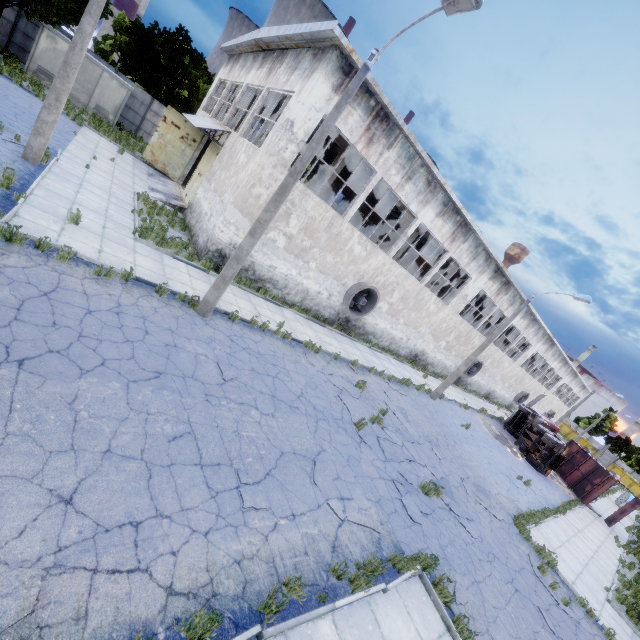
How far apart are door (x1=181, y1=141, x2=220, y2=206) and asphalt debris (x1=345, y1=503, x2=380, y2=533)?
17.40m

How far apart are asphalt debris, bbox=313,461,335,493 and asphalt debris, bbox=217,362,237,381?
3.1m

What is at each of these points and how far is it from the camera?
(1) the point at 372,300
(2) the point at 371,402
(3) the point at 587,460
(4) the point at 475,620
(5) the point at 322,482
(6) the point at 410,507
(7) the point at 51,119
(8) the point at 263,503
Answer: (1) fan, 19.7m
(2) asphalt debris, 13.8m
(3) truck dump body, 27.5m
(4) asphalt debris, 7.3m
(5) asphalt debris, 7.7m
(6) asphalt debris, 9.2m
(7) lamp post, 11.1m
(8) asphalt debris, 6.1m

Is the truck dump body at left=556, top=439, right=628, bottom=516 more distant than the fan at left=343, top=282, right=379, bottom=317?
Yes

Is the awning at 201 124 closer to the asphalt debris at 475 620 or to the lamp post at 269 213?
the lamp post at 269 213

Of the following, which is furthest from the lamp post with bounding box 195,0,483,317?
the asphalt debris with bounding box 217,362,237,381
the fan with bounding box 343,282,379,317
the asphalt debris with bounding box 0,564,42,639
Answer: the fan with bounding box 343,282,379,317

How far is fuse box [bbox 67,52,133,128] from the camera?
22.67m

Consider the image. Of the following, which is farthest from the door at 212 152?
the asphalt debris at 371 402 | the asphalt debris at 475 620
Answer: the asphalt debris at 475 620
